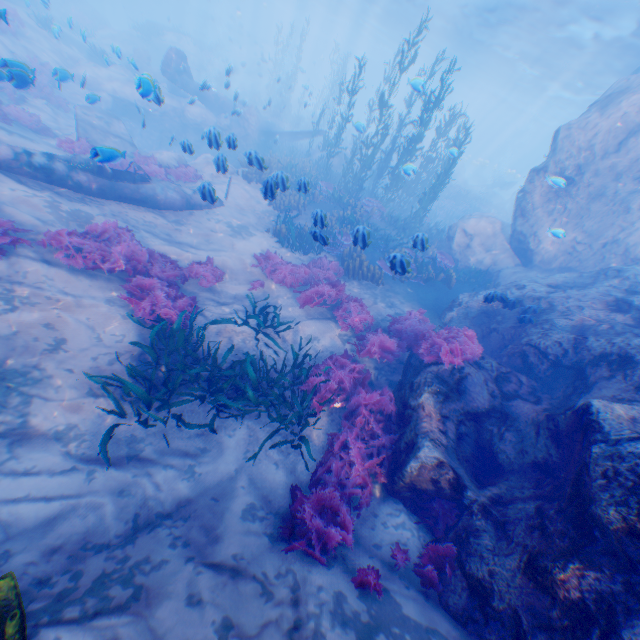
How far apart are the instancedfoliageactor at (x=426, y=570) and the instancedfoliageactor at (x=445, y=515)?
0.3m

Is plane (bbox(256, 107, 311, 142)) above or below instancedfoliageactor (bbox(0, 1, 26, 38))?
below

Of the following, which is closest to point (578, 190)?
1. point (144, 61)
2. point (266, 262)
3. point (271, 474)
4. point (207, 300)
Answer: point (266, 262)

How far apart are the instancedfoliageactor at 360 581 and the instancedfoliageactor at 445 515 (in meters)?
1.28

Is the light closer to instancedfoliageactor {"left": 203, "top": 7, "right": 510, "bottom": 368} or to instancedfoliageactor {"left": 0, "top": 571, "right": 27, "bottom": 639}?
instancedfoliageactor {"left": 203, "top": 7, "right": 510, "bottom": 368}

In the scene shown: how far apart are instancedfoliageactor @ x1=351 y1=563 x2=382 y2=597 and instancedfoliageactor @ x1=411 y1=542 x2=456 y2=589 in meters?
0.5

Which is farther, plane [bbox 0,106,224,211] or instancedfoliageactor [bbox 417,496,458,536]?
plane [bbox 0,106,224,211]

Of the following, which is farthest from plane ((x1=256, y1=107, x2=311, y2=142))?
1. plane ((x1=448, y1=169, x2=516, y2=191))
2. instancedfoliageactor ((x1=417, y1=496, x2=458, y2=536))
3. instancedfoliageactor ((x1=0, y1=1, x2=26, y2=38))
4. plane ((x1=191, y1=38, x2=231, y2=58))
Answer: plane ((x1=448, y1=169, x2=516, y2=191))
